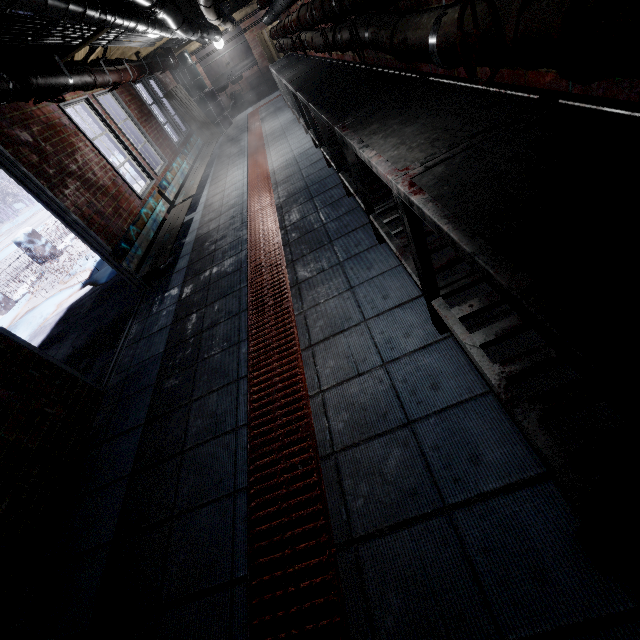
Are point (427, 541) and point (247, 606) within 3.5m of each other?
yes

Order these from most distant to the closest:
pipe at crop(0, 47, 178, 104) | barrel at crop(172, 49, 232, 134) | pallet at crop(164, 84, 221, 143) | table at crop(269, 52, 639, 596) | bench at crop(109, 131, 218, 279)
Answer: barrel at crop(172, 49, 232, 134) < pallet at crop(164, 84, 221, 143) < bench at crop(109, 131, 218, 279) < pipe at crop(0, 47, 178, 104) < table at crop(269, 52, 639, 596)

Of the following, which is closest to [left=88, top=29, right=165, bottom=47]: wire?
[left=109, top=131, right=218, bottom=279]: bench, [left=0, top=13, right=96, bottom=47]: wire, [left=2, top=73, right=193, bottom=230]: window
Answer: [left=0, top=13, right=96, bottom=47]: wire

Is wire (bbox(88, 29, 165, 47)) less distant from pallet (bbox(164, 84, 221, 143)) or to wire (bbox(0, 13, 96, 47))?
wire (bbox(0, 13, 96, 47))

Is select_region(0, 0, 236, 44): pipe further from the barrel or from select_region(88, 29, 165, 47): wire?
the barrel

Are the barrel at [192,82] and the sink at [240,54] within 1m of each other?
yes

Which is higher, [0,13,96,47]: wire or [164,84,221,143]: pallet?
[0,13,96,47]: wire

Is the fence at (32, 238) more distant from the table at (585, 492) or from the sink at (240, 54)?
the table at (585, 492)
